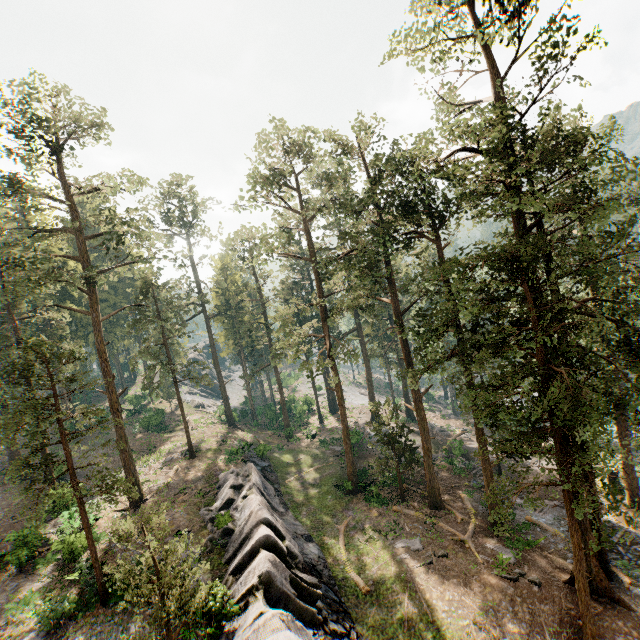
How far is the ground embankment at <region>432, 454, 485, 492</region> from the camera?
28.4m

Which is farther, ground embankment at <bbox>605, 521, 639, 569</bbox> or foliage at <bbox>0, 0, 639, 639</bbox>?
ground embankment at <bbox>605, 521, 639, 569</bbox>

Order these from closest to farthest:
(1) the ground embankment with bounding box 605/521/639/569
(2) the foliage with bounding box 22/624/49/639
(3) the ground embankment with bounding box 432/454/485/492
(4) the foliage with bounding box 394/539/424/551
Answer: (2) the foliage with bounding box 22/624/49/639, (1) the ground embankment with bounding box 605/521/639/569, (4) the foliage with bounding box 394/539/424/551, (3) the ground embankment with bounding box 432/454/485/492

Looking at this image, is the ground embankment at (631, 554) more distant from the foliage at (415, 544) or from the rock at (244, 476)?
the rock at (244, 476)

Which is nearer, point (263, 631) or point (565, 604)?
point (263, 631)

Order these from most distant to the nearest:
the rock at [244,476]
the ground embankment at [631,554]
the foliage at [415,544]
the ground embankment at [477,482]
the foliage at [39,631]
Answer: the ground embankment at [477,482], the foliage at [415,544], the ground embankment at [631,554], the foliage at [39,631], the rock at [244,476]

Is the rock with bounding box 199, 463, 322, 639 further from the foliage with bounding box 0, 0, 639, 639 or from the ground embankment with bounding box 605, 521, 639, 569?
the ground embankment with bounding box 605, 521, 639, 569
